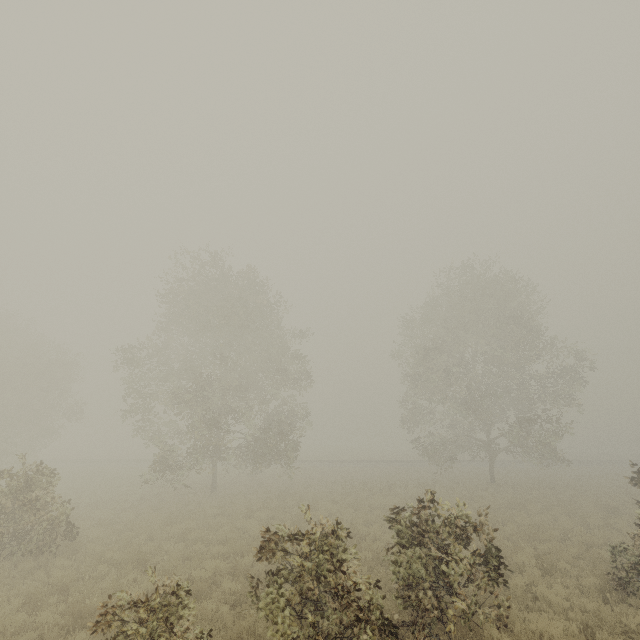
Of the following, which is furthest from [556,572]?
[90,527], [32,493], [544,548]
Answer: [90,527]

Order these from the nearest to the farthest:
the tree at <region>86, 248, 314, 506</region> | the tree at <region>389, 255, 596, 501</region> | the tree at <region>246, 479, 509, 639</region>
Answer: the tree at <region>246, 479, 509, 639</region> → the tree at <region>86, 248, 314, 506</region> → the tree at <region>389, 255, 596, 501</region>

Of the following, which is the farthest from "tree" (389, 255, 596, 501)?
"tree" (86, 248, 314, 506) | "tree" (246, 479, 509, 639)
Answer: "tree" (246, 479, 509, 639)

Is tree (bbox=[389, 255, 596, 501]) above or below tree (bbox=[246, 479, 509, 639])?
above

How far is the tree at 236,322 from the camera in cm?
2027

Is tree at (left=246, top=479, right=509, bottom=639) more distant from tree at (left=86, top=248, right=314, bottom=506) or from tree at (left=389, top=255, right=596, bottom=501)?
tree at (left=389, top=255, right=596, bottom=501)

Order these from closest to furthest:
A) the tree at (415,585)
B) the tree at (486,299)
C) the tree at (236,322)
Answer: the tree at (415,585) < the tree at (236,322) < the tree at (486,299)

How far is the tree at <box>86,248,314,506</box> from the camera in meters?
20.3 m
